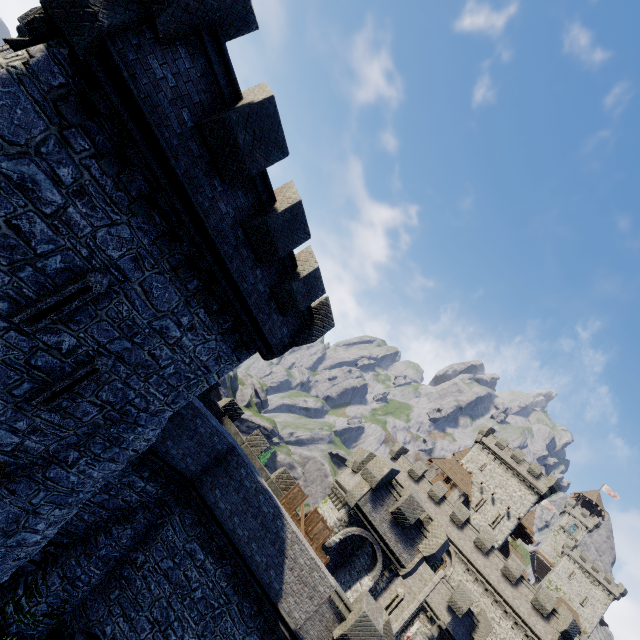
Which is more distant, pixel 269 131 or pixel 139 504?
pixel 139 504

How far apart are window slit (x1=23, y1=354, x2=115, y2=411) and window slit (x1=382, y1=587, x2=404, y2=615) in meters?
33.4 m

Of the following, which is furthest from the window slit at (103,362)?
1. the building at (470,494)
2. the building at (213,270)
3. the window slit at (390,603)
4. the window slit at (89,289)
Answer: the building at (470,494)

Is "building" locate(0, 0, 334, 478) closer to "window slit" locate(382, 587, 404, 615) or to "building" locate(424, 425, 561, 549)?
"window slit" locate(382, 587, 404, 615)

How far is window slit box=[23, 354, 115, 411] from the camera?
8.5 meters

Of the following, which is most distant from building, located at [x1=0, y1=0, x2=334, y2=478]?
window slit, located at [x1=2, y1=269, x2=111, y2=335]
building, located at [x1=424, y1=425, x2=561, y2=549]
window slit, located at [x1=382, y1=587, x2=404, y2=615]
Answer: building, located at [x1=424, y1=425, x2=561, y2=549]

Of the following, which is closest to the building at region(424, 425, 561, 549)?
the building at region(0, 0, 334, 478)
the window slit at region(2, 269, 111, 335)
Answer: the building at region(0, 0, 334, 478)

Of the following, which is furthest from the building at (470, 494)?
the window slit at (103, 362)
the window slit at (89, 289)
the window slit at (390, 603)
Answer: the window slit at (89, 289)
